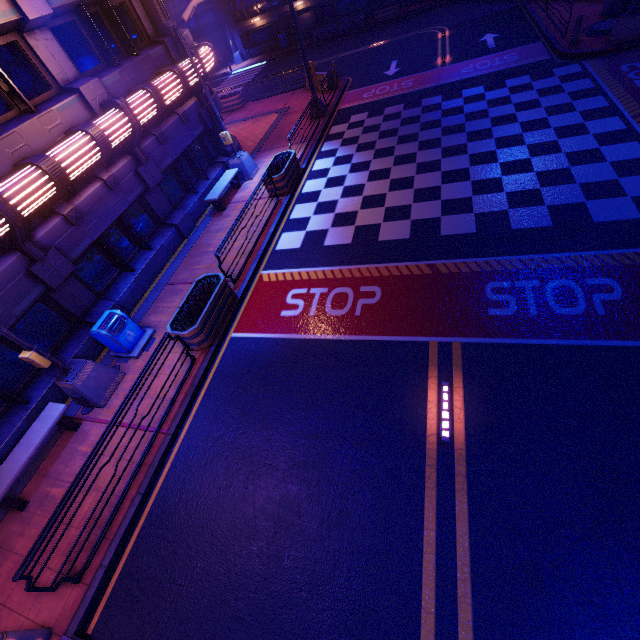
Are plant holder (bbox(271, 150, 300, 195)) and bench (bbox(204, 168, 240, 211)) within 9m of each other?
yes

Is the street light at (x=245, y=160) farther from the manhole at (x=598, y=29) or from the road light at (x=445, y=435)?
the manhole at (x=598, y=29)

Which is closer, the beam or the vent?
the beam

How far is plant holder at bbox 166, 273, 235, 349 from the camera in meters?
8.4

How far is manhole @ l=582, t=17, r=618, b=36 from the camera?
14.4m

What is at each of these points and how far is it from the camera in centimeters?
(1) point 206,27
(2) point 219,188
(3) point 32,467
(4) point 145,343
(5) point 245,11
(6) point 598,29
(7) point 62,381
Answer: (1) walkway, 3559cm
(2) bench, 1378cm
(3) beam, 793cm
(4) trash can, 962cm
(5) walkway, 3394cm
(6) manhole, 1467cm
(7) street light, 814cm

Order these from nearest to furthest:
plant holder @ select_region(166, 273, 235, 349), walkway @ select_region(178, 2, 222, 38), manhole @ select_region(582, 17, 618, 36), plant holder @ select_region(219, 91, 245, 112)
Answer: plant holder @ select_region(166, 273, 235, 349) → manhole @ select_region(582, 17, 618, 36) → plant holder @ select_region(219, 91, 245, 112) → walkway @ select_region(178, 2, 222, 38)

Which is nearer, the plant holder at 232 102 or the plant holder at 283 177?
the plant holder at 283 177
